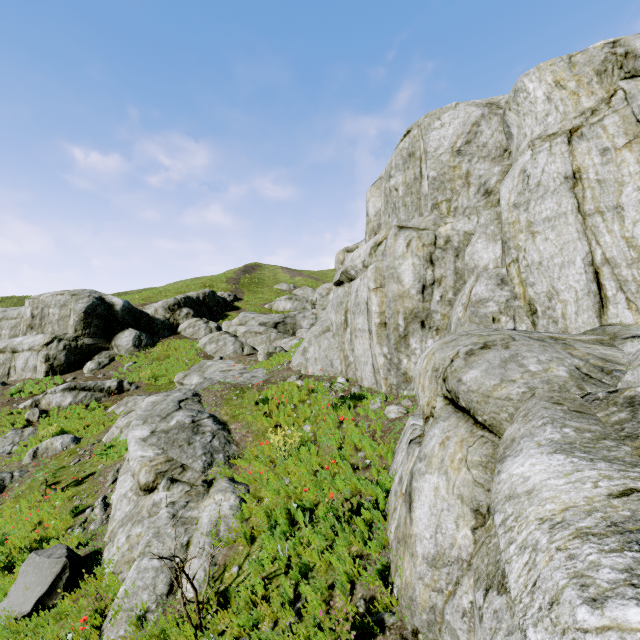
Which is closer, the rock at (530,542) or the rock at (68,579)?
the rock at (530,542)

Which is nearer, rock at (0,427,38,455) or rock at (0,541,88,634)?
rock at (0,541,88,634)

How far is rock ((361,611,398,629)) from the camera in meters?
3.6

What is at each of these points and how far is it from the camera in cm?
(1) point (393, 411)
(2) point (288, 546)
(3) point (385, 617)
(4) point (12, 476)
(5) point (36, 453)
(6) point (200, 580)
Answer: (1) rock, 764
(2) rock, 476
(3) rock, 362
(4) rock, 1268
(5) rock, 1431
(6) rock, 512

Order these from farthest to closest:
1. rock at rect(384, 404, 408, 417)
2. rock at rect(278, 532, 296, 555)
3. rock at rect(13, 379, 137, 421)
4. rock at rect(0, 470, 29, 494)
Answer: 1. rock at rect(13, 379, 137, 421)
2. rock at rect(0, 470, 29, 494)
3. rock at rect(384, 404, 408, 417)
4. rock at rect(278, 532, 296, 555)
